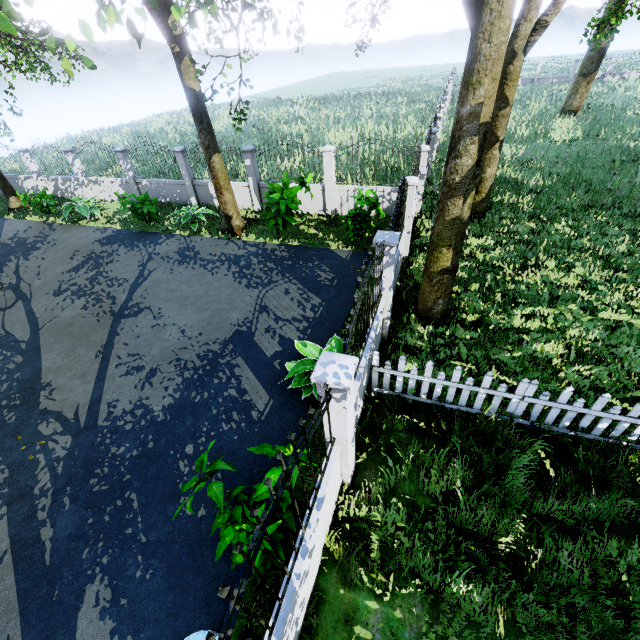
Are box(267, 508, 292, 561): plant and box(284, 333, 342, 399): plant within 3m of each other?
yes

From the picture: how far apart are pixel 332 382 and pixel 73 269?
12.1 meters

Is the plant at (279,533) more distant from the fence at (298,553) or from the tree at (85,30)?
the tree at (85,30)

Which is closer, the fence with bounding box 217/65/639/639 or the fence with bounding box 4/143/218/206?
the fence with bounding box 217/65/639/639

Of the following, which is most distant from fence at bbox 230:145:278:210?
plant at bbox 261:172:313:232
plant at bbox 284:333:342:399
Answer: plant at bbox 261:172:313:232

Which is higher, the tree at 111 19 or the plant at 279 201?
the tree at 111 19

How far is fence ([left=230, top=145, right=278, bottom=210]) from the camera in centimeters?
1260cm

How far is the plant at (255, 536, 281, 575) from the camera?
3.54m
